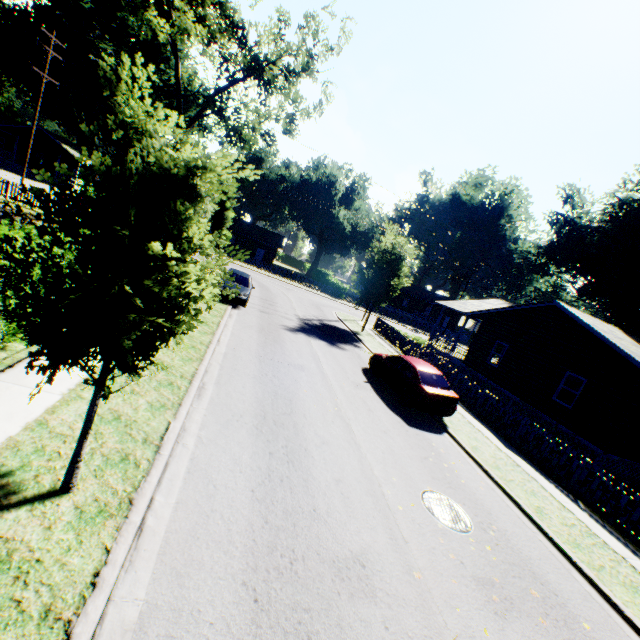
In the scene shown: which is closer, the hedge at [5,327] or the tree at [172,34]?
the hedge at [5,327]

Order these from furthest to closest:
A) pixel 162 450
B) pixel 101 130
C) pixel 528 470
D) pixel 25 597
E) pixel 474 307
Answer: pixel 101 130 → pixel 474 307 → pixel 528 470 → pixel 162 450 → pixel 25 597

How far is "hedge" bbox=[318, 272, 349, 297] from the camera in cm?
4497

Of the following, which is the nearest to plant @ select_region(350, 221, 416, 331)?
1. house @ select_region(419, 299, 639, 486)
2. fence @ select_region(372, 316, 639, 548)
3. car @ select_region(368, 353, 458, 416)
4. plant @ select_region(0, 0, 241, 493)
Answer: fence @ select_region(372, 316, 639, 548)

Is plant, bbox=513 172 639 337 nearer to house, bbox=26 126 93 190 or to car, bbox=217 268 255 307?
car, bbox=217 268 255 307

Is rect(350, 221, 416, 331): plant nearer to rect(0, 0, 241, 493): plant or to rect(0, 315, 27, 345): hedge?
rect(0, 315, 27, 345): hedge

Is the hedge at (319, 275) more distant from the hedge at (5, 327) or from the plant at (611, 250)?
the hedge at (5, 327)

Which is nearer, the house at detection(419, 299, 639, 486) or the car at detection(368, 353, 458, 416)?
the car at detection(368, 353, 458, 416)
